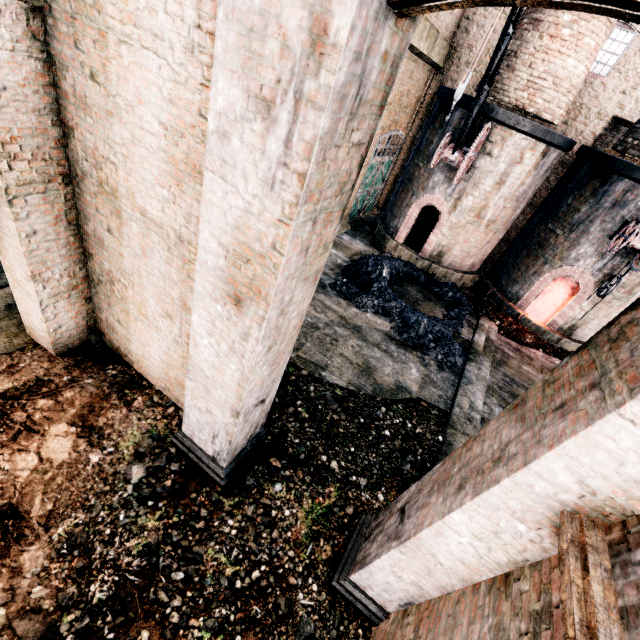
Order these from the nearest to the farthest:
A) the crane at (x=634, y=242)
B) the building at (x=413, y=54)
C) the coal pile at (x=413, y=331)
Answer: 1. the crane at (x=634, y=242)
2. the coal pile at (x=413, y=331)
3. the building at (x=413, y=54)

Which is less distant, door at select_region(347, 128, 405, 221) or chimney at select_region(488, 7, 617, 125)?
chimney at select_region(488, 7, 617, 125)

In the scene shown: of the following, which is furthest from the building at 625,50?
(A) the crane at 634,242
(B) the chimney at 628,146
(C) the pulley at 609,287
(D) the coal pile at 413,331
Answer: (C) the pulley at 609,287

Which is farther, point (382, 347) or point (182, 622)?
point (382, 347)

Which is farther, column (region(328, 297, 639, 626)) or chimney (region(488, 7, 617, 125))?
chimney (region(488, 7, 617, 125))

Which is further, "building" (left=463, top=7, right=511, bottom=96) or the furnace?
"building" (left=463, top=7, right=511, bottom=96)

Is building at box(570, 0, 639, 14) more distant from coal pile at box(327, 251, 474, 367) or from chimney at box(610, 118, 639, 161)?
coal pile at box(327, 251, 474, 367)

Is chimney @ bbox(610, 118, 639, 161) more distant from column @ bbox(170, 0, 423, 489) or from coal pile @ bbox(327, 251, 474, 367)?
column @ bbox(170, 0, 423, 489)
